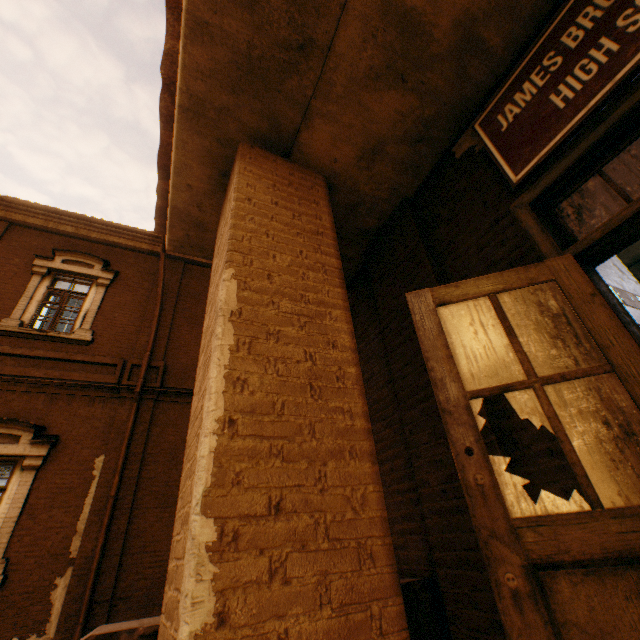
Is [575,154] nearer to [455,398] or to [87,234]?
[455,398]

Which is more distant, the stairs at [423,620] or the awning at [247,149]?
the stairs at [423,620]

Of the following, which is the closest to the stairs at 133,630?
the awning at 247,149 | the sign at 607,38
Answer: Result: the awning at 247,149

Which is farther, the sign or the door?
the sign

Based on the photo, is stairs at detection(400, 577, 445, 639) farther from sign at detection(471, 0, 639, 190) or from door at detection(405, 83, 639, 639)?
sign at detection(471, 0, 639, 190)

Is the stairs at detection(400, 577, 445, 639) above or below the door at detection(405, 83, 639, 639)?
below

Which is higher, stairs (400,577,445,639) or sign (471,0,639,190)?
sign (471,0,639,190)
